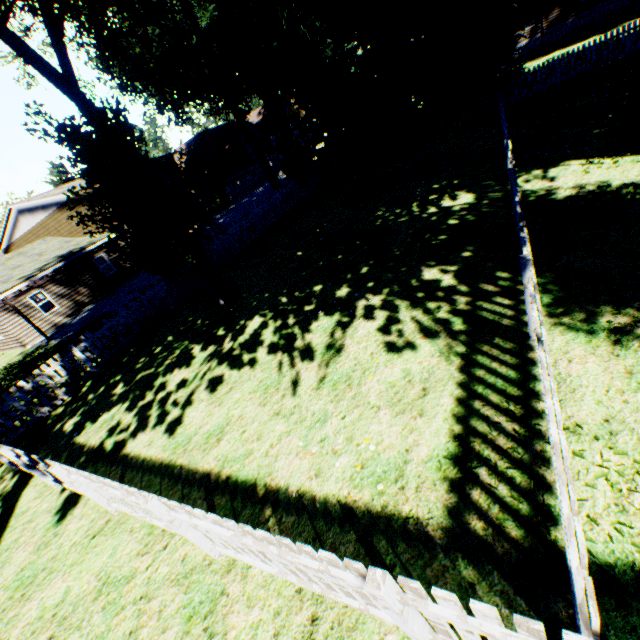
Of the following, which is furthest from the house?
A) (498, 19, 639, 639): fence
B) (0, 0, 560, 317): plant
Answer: (0, 0, 560, 317): plant

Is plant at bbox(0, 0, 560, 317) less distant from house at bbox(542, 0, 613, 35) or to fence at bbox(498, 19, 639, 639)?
fence at bbox(498, 19, 639, 639)

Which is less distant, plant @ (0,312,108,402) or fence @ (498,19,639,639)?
fence @ (498,19,639,639)

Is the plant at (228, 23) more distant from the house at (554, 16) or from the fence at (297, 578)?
the house at (554, 16)

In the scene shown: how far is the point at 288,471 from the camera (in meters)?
4.42

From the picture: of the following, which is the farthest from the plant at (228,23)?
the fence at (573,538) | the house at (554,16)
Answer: the house at (554,16)
